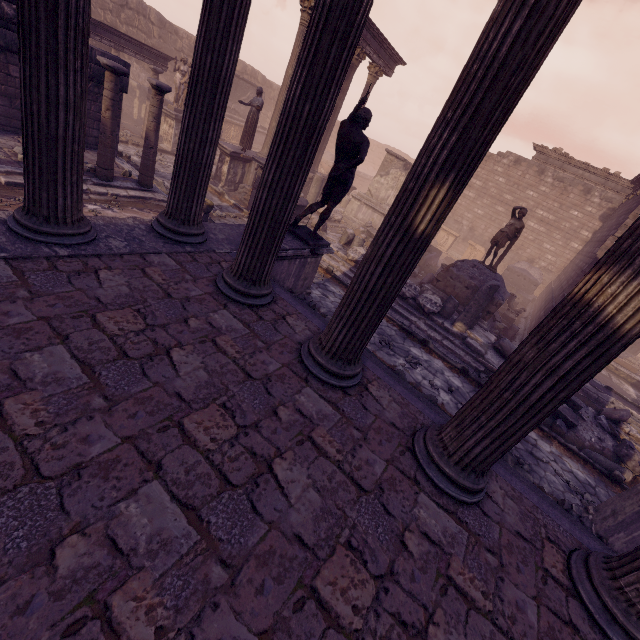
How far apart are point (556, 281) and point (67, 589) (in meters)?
22.52

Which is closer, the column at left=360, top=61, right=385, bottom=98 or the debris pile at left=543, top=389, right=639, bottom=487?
the debris pile at left=543, top=389, right=639, bottom=487

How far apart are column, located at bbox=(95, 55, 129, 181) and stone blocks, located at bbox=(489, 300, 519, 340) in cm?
1301

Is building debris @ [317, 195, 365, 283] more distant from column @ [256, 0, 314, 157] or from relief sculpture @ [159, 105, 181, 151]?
column @ [256, 0, 314, 157]

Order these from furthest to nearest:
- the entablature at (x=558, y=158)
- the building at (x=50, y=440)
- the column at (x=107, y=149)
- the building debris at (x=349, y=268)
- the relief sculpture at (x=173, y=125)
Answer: the entablature at (x=558, y=158)
the relief sculpture at (x=173, y=125)
the building debris at (x=349, y=268)
the column at (x=107, y=149)
the building at (x=50, y=440)

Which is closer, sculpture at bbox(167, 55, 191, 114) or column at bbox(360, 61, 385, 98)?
sculpture at bbox(167, 55, 191, 114)

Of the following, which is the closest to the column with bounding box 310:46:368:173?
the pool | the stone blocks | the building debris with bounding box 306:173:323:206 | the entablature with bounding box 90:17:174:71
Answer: the building debris with bounding box 306:173:323:206

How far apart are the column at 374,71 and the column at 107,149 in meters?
12.2
